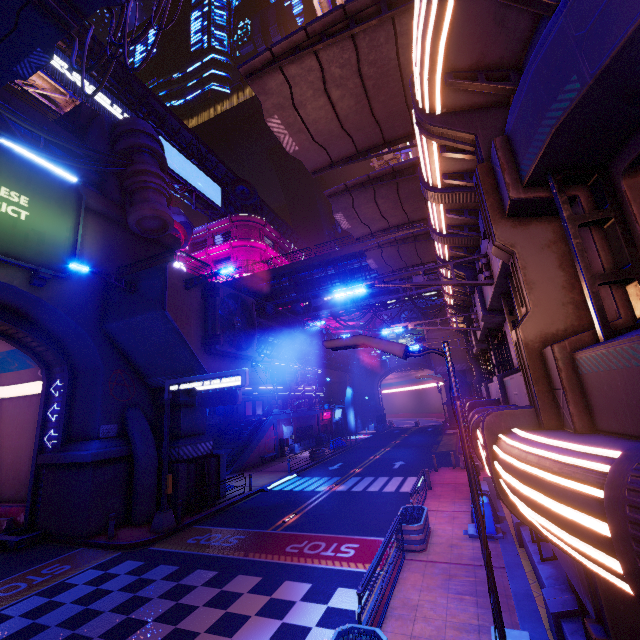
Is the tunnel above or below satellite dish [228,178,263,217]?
below

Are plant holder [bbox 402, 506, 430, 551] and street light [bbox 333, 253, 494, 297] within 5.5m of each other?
no

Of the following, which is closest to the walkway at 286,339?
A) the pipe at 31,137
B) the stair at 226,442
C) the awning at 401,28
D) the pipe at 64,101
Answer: the pipe at 31,137

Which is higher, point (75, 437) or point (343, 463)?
point (75, 437)

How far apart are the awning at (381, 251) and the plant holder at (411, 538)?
11.49m

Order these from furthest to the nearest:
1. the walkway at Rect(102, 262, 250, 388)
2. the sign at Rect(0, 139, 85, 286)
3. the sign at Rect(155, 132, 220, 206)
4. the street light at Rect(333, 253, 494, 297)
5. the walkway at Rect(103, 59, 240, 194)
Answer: the sign at Rect(155, 132, 220, 206) → the walkway at Rect(103, 59, 240, 194) → the walkway at Rect(102, 262, 250, 388) → the sign at Rect(0, 139, 85, 286) → the street light at Rect(333, 253, 494, 297)

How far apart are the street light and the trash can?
9.7m

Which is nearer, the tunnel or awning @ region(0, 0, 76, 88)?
awning @ region(0, 0, 76, 88)
